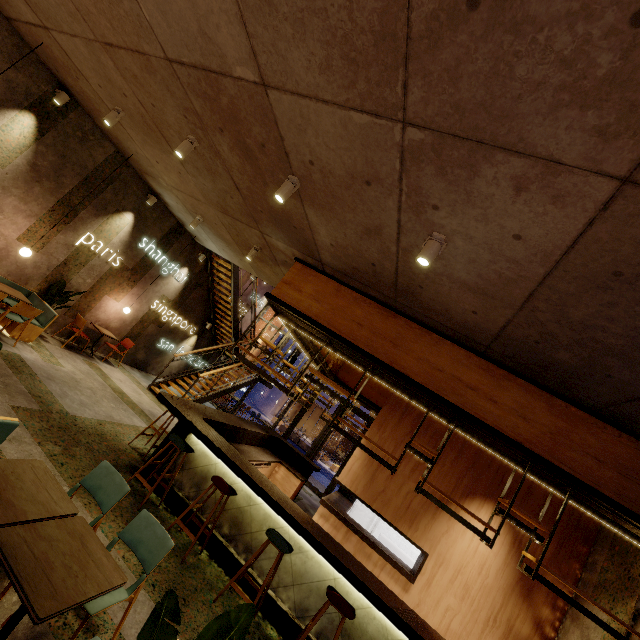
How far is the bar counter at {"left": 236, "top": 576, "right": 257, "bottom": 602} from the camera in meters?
4.2

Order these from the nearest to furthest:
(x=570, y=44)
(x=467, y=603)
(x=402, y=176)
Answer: (x=570, y=44) → (x=402, y=176) → (x=467, y=603)

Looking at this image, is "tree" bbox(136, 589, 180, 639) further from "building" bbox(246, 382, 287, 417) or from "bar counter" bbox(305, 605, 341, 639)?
"building" bbox(246, 382, 287, 417)

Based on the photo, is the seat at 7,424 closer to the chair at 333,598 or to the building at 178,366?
the building at 178,366

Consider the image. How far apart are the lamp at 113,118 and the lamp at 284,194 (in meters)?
3.81

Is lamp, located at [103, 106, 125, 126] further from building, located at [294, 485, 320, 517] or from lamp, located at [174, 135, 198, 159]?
lamp, located at [174, 135, 198, 159]

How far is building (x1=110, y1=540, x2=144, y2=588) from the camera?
3.3 meters

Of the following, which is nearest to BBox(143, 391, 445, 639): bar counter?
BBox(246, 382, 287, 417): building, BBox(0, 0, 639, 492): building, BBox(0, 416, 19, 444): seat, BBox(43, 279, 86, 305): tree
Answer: BBox(0, 0, 639, 492): building
